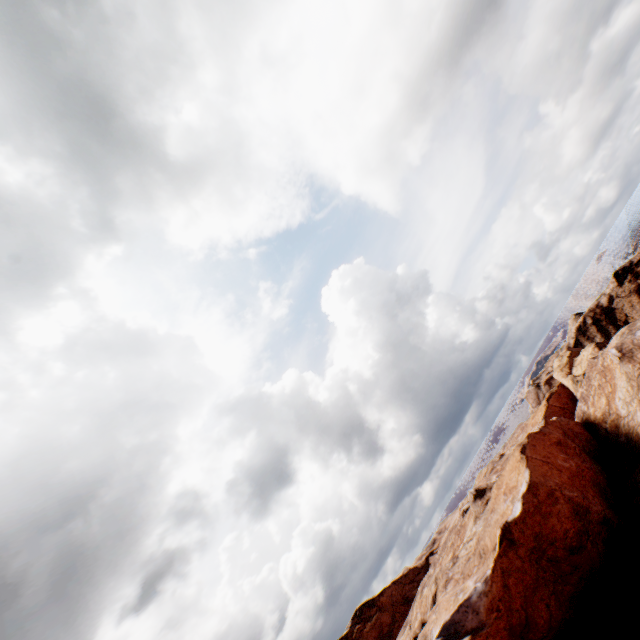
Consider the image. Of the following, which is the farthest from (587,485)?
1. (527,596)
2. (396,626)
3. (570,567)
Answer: (396,626)
